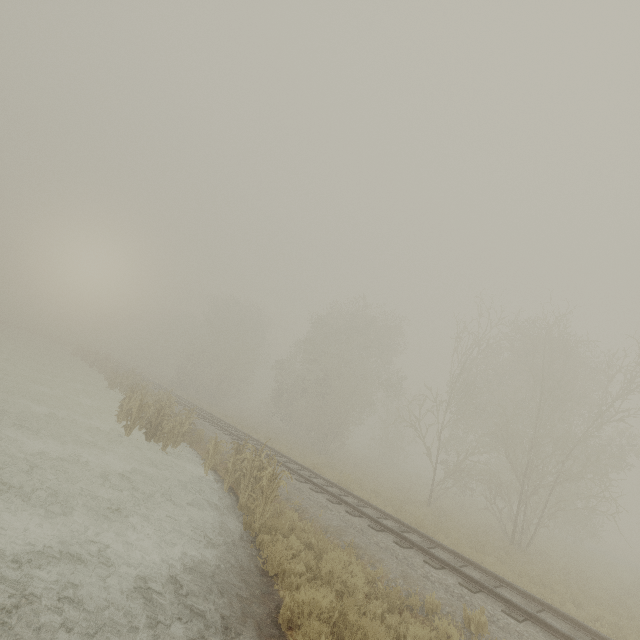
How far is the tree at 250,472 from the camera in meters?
9.0 m

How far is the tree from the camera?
8.95m

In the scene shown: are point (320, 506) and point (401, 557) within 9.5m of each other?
yes
